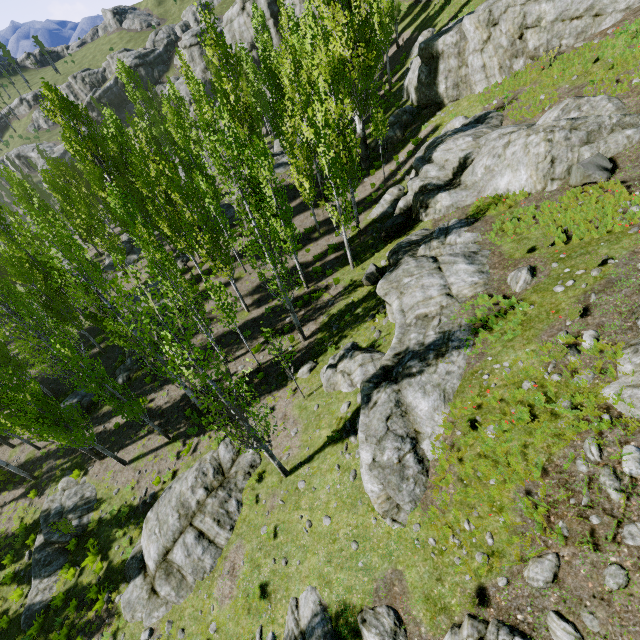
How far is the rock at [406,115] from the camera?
27.7m

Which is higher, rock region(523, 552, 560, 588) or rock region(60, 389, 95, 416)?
rock region(523, 552, 560, 588)

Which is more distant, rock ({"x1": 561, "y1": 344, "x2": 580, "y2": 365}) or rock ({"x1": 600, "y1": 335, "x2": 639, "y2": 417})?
rock ({"x1": 561, "y1": 344, "x2": 580, "y2": 365})

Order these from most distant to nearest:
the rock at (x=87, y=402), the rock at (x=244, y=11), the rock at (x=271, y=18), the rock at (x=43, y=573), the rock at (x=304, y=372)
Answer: the rock at (x=244, y=11) → the rock at (x=271, y=18) → the rock at (x=87, y=402) → the rock at (x=304, y=372) → the rock at (x=43, y=573)

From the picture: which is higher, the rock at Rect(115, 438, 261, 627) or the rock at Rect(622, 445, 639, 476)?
the rock at Rect(622, 445, 639, 476)

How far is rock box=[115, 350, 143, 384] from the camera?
22.7 meters

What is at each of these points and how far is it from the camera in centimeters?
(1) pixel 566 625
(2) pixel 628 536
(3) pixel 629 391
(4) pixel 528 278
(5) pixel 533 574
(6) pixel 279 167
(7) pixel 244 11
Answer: (1) rock, 526cm
(2) rock, 524cm
(3) rock, 622cm
(4) rock, 1061cm
(5) rock, 580cm
(6) rock, 3331cm
(7) rock, 5825cm
